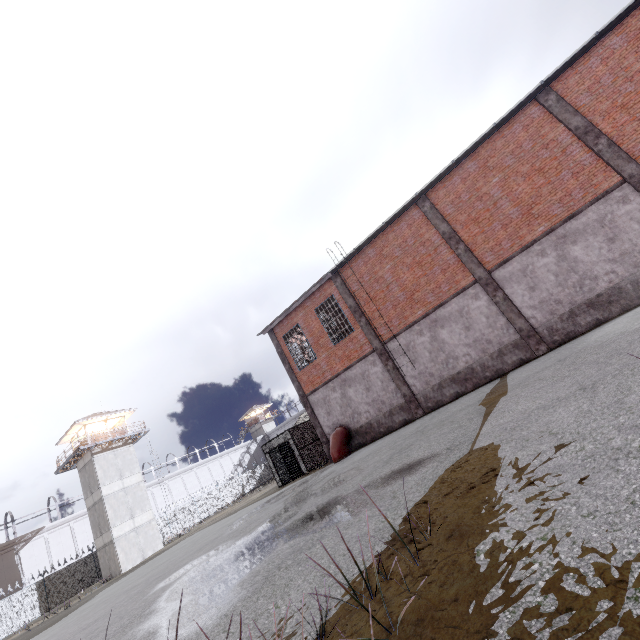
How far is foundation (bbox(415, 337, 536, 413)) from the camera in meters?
Result: 13.6

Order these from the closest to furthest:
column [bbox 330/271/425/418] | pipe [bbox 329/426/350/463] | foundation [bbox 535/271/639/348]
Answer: foundation [bbox 535/271/639/348] < column [bbox 330/271/425/418] < pipe [bbox 329/426/350/463]

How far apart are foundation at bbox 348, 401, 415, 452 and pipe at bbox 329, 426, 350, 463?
0.05m

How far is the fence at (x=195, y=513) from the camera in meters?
39.5 m

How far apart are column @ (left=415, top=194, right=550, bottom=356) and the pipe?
9.7 meters

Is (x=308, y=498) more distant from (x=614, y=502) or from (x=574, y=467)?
(x=614, y=502)

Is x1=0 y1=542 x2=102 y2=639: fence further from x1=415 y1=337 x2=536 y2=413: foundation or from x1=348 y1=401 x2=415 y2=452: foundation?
x1=348 y1=401 x2=415 y2=452: foundation

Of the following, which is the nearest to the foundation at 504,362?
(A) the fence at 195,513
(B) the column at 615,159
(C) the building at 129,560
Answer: (B) the column at 615,159
